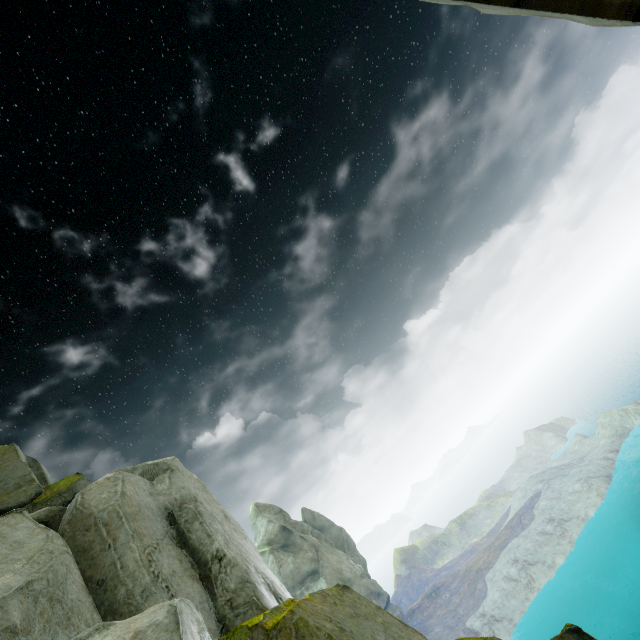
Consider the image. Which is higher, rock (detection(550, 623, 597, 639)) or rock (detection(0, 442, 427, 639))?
rock (detection(0, 442, 427, 639))

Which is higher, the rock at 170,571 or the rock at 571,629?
the rock at 170,571

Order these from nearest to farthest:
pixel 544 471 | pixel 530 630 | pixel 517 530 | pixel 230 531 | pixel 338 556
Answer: pixel 230 531 < pixel 530 630 < pixel 517 530 < pixel 338 556 < pixel 544 471

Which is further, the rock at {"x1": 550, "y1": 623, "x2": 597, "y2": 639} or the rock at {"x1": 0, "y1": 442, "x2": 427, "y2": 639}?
the rock at {"x1": 550, "y1": 623, "x2": 597, "y2": 639}

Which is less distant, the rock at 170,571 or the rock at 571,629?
the rock at 170,571
